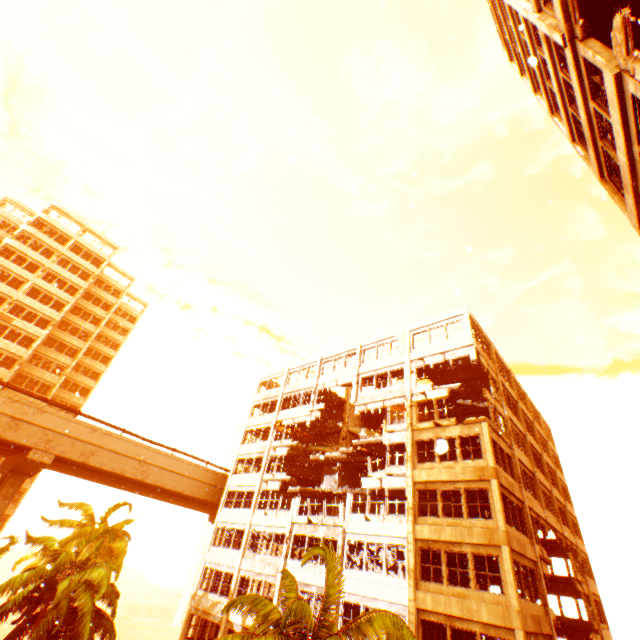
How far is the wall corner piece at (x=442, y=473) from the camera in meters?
17.8

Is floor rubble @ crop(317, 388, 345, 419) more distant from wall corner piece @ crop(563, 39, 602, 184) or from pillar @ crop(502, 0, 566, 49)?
pillar @ crop(502, 0, 566, 49)

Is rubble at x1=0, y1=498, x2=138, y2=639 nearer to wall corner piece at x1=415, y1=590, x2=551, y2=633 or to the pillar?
wall corner piece at x1=415, y1=590, x2=551, y2=633

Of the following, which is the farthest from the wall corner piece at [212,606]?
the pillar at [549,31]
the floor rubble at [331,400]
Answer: the pillar at [549,31]

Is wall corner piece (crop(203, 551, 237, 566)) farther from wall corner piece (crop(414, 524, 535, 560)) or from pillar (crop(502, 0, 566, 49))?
pillar (crop(502, 0, 566, 49))

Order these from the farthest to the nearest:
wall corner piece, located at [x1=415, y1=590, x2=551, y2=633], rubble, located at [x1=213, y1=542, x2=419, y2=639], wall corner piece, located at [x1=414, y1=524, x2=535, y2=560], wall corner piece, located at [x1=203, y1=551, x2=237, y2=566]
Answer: wall corner piece, located at [x1=203, y1=551, x2=237, y2=566]
wall corner piece, located at [x1=414, y1=524, x2=535, y2=560]
wall corner piece, located at [x1=415, y1=590, x2=551, y2=633]
rubble, located at [x1=213, y1=542, x2=419, y2=639]

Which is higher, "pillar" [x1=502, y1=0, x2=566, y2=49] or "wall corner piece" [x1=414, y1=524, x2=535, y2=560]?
"pillar" [x1=502, y1=0, x2=566, y2=49]

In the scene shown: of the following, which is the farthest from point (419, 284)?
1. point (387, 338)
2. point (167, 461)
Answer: point (167, 461)
